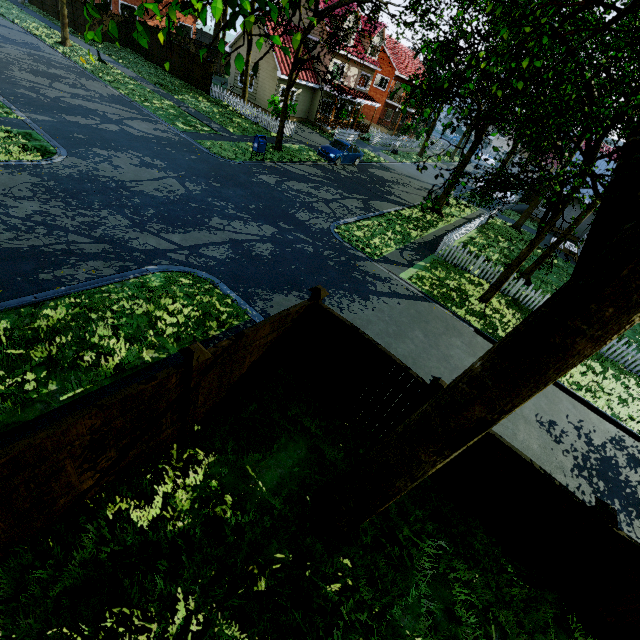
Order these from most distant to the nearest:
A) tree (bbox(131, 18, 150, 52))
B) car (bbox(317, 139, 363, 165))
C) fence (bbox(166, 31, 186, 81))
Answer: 1. fence (bbox(166, 31, 186, 81))
2. car (bbox(317, 139, 363, 165))
3. tree (bbox(131, 18, 150, 52))

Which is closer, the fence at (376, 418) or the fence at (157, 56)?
the fence at (376, 418)

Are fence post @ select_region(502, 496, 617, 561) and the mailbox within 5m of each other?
no

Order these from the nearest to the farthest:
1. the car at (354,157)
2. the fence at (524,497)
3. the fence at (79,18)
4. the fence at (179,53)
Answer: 1. the fence at (524,497)
2. the car at (354,157)
3. the fence at (179,53)
4. the fence at (79,18)

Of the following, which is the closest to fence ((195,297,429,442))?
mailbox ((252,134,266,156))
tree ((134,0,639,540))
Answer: tree ((134,0,639,540))

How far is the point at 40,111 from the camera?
14.3m

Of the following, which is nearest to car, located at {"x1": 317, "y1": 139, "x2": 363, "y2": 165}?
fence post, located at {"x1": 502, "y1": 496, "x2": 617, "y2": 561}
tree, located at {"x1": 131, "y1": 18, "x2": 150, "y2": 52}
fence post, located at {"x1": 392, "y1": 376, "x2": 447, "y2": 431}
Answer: tree, located at {"x1": 131, "y1": 18, "x2": 150, "y2": 52}

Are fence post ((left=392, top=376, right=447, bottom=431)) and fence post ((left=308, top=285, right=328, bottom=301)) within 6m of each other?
yes
